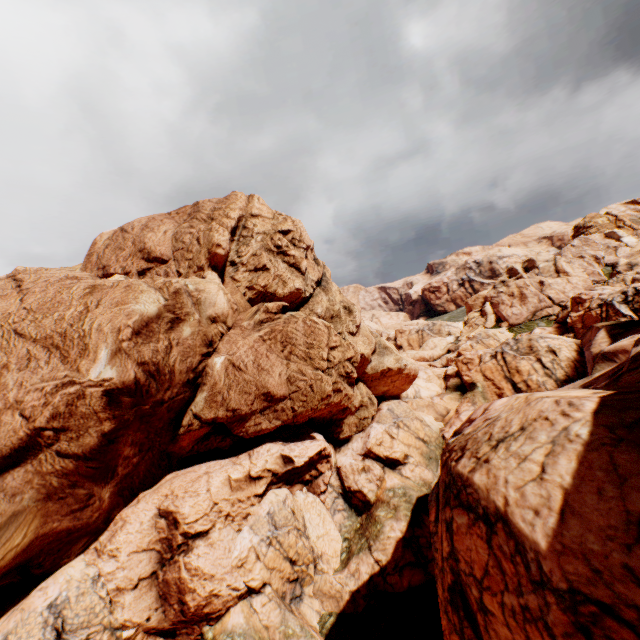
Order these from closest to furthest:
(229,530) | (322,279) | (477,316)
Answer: (229,530) < (322,279) < (477,316)
